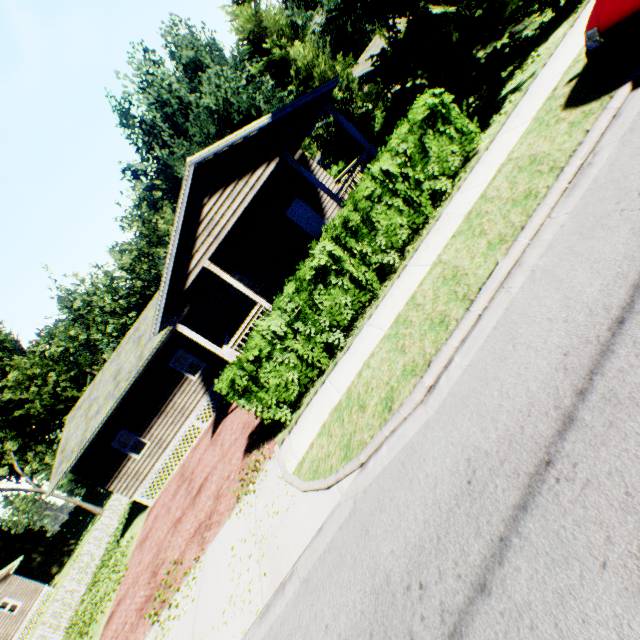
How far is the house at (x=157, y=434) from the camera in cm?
1148

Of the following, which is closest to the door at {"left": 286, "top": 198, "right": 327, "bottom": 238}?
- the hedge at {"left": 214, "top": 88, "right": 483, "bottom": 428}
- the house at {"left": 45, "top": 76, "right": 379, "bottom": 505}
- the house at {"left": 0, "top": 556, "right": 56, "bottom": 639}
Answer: the house at {"left": 45, "top": 76, "right": 379, "bottom": 505}

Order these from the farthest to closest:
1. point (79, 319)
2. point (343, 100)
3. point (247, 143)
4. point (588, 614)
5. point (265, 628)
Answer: point (79, 319)
point (343, 100)
point (247, 143)
point (265, 628)
point (588, 614)

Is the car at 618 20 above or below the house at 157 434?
below

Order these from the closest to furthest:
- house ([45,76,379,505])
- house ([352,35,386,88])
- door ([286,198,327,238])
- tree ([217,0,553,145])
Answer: tree ([217,0,553,145]) < house ([45,76,379,505]) < door ([286,198,327,238]) < house ([352,35,386,88])

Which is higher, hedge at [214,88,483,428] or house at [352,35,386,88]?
house at [352,35,386,88]

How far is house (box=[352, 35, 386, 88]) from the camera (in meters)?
37.10

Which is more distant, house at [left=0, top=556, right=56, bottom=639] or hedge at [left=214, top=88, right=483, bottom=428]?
house at [left=0, top=556, right=56, bottom=639]
